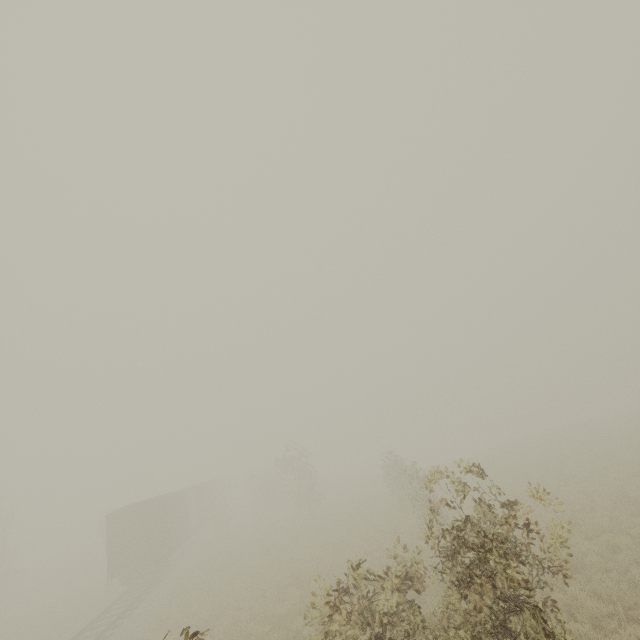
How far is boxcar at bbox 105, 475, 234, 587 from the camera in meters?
20.6 m

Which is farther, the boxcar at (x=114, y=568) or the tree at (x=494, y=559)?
the boxcar at (x=114, y=568)

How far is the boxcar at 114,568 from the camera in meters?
20.6 m

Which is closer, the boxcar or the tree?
the tree

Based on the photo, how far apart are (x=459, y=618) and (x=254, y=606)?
13.3m
